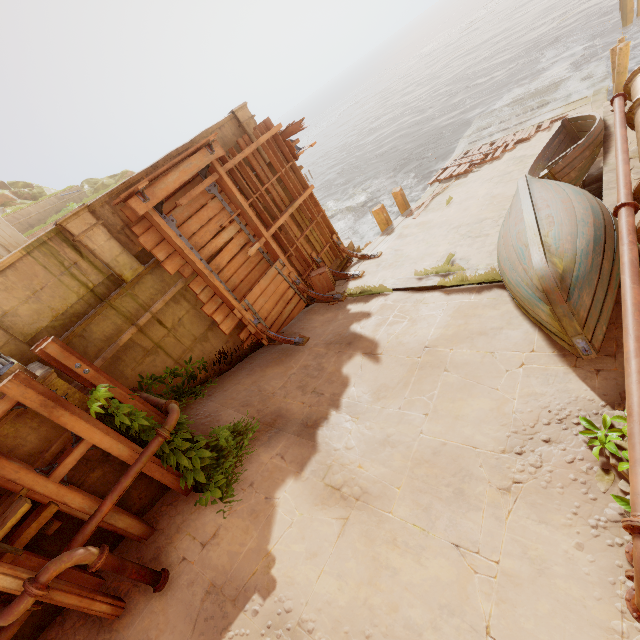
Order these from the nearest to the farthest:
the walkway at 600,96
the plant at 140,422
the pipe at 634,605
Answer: the pipe at 634,605
the plant at 140,422
the walkway at 600,96

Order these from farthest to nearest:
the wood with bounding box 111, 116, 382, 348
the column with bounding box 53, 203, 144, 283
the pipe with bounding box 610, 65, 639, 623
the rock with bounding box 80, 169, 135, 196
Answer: the rock with bounding box 80, 169, 135, 196 → the wood with bounding box 111, 116, 382, 348 → the column with bounding box 53, 203, 144, 283 → the pipe with bounding box 610, 65, 639, 623

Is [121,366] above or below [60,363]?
below

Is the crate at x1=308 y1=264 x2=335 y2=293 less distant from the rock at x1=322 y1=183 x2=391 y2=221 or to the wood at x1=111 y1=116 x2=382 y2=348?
the wood at x1=111 y1=116 x2=382 y2=348

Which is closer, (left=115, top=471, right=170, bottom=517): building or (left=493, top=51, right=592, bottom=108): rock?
(left=115, top=471, right=170, bottom=517): building

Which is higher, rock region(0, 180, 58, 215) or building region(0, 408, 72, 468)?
rock region(0, 180, 58, 215)

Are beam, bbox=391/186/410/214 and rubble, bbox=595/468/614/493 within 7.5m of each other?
no

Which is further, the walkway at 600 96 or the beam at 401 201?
the walkway at 600 96
